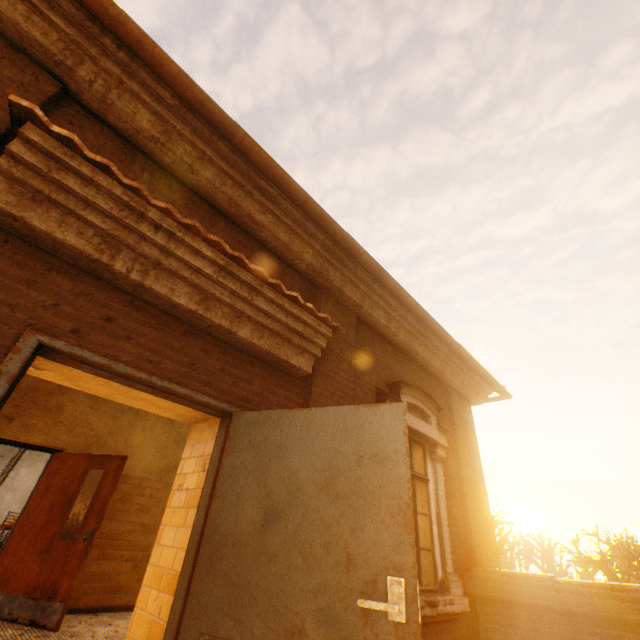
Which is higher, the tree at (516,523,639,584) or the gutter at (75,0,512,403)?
the gutter at (75,0,512,403)

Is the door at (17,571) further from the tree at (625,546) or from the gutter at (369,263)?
the tree at (625,546)

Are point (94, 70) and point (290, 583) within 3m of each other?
no

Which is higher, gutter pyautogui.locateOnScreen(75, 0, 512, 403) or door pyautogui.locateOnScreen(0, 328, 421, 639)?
gutter pyautogui.locateOnScreen(75, 0, 512, 403)

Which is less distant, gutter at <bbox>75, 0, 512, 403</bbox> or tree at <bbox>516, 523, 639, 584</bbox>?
gutter at <bbox>75, 0, 512, 403</bbox>

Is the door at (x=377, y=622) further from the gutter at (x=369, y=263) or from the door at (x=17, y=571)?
the door at (x=17, y=571)

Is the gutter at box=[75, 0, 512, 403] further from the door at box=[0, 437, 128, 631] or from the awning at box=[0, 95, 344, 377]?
the door at box=[0, 437, 128, 631]

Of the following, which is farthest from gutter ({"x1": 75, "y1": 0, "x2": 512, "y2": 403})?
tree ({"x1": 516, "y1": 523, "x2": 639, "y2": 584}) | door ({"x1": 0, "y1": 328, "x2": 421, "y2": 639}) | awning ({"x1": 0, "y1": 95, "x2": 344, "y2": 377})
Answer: tree ({"x1": 516, "y1": 523, "x2": 639, "y2": 584})
